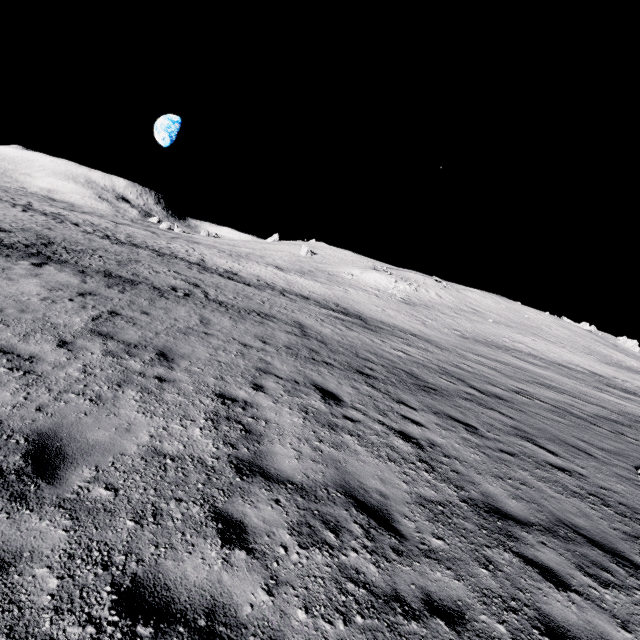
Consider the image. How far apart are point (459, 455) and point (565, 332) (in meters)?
63.48
